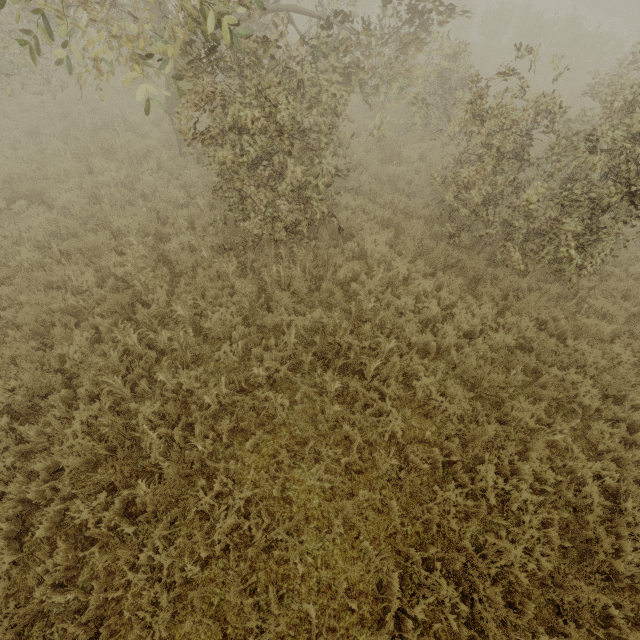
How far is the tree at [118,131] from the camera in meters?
8.7 m

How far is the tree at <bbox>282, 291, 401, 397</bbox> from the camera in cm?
524

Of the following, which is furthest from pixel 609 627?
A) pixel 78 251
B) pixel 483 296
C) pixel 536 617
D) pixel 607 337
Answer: pixel 78 251

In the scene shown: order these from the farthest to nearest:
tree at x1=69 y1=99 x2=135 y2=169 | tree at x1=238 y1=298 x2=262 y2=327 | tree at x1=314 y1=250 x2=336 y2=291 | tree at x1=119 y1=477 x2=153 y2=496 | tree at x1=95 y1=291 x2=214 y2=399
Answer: tree at x1=69 y1=99 x2=135 y2=169 → tree at x1=314 y1=250 x2=336 y2=291 → tree at x1=238 y1=298 x2=262 y2=327 → tree at x1=95 y1=291 x2=214 y2=399 → tree at x1=119 y1=477 x2=153 y2=496

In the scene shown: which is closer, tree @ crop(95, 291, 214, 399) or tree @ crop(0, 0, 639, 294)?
tree @ crop(0, 0, 639, 294)

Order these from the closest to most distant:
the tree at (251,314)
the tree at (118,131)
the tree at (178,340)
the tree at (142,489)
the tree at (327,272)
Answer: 1. the tree at (142,489)
2. the tree at (178,340)
3. the tree at (251,314)
4. the tree at (327,272)
5. the tree at (118,131)
